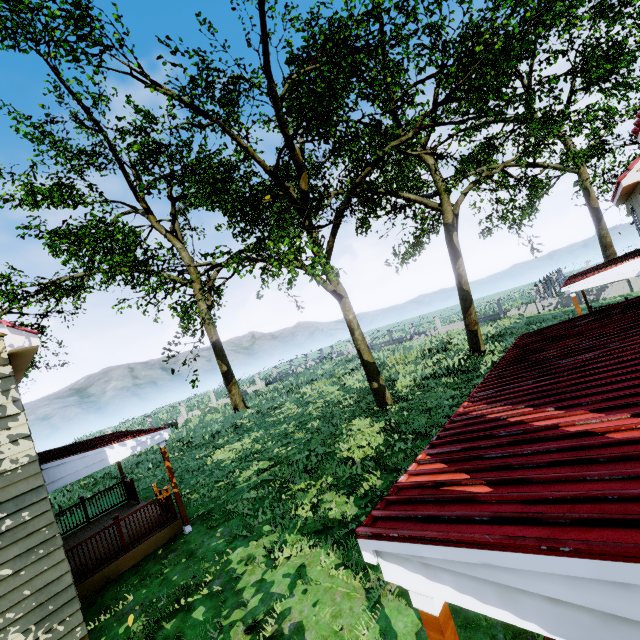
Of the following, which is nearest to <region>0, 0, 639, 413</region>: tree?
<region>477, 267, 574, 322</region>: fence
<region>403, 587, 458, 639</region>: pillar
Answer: <region>477, 267, 574, 322</region>: fence

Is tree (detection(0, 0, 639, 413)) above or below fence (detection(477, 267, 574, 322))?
above

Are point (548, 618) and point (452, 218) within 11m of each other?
Result: no

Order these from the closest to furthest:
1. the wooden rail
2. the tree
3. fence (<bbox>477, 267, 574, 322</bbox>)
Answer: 1. the wooden rail
2. the tree
3. fence (<bbox>477, 267, 574, 322</bbox>)

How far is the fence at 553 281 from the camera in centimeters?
2853cm

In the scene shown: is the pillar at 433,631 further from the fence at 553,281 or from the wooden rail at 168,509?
the fence at 553,281

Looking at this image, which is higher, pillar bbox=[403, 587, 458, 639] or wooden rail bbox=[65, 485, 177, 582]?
pillar bbox=[403, 587, 458, 639]
